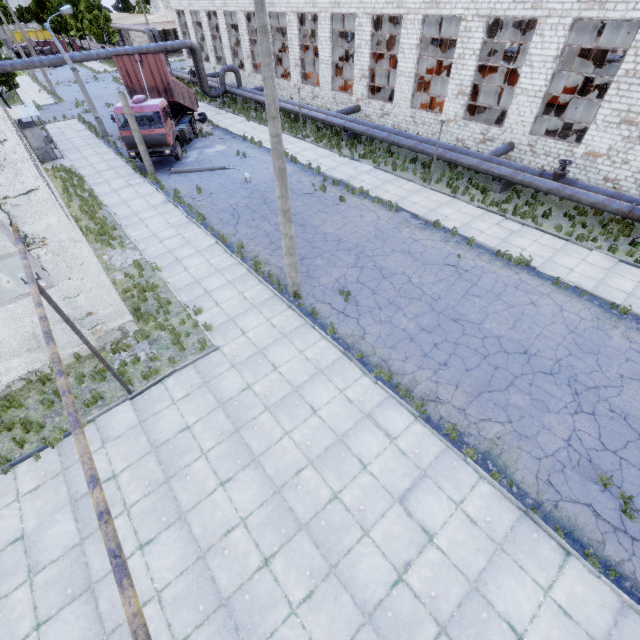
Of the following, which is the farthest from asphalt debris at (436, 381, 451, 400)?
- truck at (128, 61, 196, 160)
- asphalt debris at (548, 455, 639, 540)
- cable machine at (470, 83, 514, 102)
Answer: cable machine at (470, 83, 514, 102)

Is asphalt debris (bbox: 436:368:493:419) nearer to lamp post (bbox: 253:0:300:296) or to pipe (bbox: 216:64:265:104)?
lamp post (bbox: 253:0:300:296)

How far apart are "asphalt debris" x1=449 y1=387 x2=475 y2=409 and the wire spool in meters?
21.9 m

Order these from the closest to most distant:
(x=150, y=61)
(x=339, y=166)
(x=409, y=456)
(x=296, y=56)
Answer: (x=409, y=456), (x=150, y=61), (x=339, y=166), (x=296, y=56)

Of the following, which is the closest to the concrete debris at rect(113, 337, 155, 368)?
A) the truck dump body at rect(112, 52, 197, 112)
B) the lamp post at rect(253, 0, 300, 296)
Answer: the lamp post at rect(253, 0, 300, 296)

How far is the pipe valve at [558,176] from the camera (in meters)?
15.94

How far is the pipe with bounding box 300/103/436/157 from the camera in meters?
20.5

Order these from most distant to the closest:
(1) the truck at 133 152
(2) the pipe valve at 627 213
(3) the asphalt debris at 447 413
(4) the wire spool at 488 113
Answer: (4) the wire spool at 488 113 < (1) the truck at 133 152 < (2) the pipe valve at 627 213 < (3) the asphalt debris at 447 413
